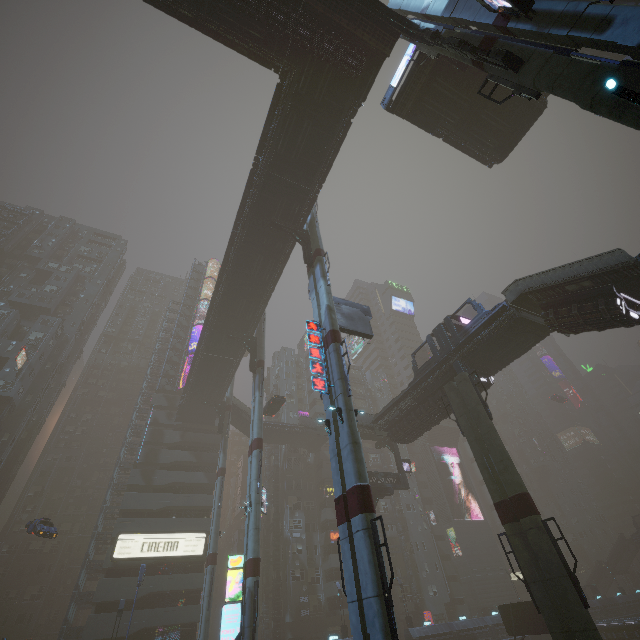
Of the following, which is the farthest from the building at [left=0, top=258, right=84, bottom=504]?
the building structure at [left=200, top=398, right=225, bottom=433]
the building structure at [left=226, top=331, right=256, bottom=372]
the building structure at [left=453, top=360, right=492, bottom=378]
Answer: the building structure at [left=226, top=331, right=256, bottom=372]

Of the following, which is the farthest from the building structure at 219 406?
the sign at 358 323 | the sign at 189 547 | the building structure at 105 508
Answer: the sign at 358 323

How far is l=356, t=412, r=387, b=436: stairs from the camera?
33.34m

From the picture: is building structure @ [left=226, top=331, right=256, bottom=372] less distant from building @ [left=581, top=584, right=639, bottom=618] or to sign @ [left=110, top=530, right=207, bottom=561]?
sign @ [left=110, top=530, right=207, bottom=561]

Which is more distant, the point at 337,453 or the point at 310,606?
the point at 310,606

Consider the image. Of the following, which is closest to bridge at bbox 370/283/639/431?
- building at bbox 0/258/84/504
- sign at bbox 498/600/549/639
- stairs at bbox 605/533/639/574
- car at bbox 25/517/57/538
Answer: building at bbox 0/258/84/504

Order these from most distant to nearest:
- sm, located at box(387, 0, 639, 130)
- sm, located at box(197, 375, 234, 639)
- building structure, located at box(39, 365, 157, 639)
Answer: building structure, located at box(39, 365, 157, 639), sm, located at box(197, 375, 234, 639), sm, located at box(387, 0, 639, 130)

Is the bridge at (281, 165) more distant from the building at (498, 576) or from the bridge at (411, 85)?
the building at (498, 576)
